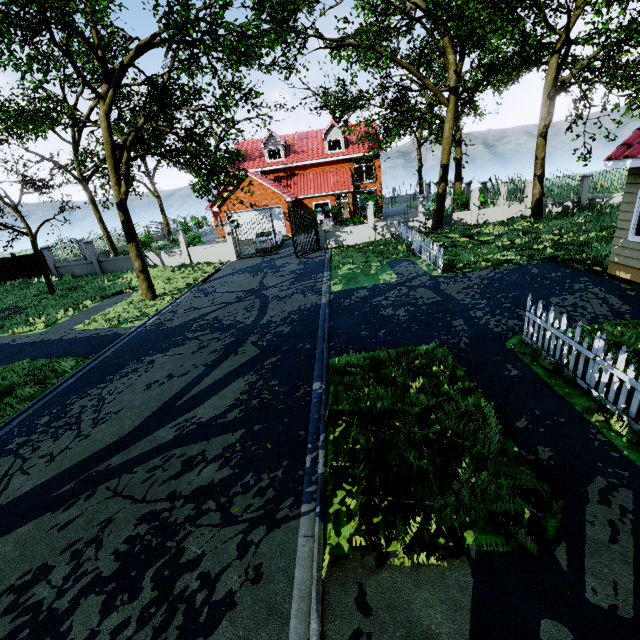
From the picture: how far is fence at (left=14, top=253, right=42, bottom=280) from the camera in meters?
22.8 m

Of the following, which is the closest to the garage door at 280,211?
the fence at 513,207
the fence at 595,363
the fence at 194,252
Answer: the fence at 194,252

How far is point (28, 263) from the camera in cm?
2294

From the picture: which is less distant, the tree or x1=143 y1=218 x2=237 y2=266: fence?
the tree

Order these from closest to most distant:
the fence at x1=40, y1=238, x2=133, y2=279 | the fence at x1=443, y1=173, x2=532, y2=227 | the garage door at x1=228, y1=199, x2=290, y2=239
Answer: the fence at x1=443, y1=173, x2=532, y2=227 < the fence at x1=40, y1=238, x2=133, y2=279 < the garage door at x1=228, y1=199, x2=290, y2=239

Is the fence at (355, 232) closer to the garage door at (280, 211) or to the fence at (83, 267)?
the fence at (83, 267)

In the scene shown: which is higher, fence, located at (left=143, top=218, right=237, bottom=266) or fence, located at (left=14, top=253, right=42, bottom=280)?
fence, located at (left=14, top=253, right=42, bottom=280)
